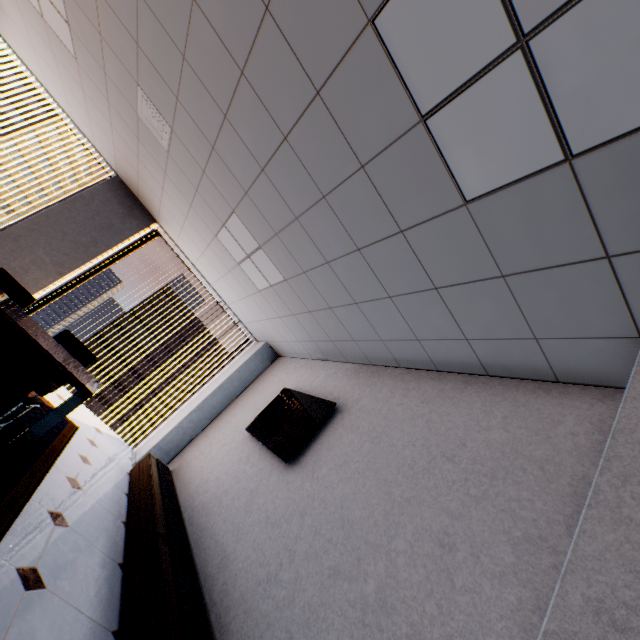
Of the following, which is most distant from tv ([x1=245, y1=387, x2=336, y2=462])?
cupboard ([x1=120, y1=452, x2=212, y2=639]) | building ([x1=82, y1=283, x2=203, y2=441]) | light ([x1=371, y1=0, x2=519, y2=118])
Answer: building ([x1=82, y1=283, x2=203, y2=441])

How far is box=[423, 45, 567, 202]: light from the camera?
1.3m

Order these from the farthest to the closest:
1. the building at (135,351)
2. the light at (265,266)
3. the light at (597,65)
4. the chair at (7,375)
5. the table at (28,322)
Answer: the building at (135,351) < the light at (265,266) < the table at (28,322) < the chair at (7,375) < the light at (597,65)

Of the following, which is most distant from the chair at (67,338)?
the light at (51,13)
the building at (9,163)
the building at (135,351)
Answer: the building at (9,163)

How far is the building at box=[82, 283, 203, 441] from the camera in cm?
5250

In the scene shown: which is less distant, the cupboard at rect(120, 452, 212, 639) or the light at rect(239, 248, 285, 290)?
the cupboard at rect(120, 452, 212, 639)

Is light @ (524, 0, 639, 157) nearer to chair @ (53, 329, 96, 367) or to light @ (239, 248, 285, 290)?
light @ (239, 248, 285, 290)

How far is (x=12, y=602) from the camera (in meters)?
1.71
